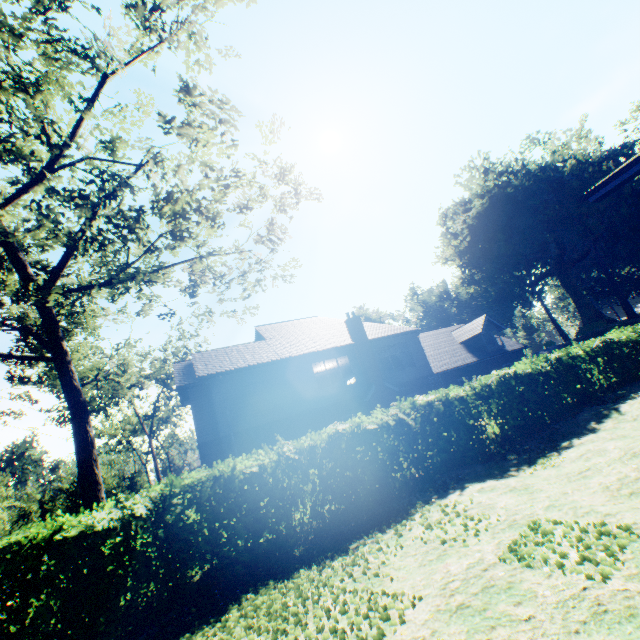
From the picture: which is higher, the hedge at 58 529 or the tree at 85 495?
the tree at 85 495

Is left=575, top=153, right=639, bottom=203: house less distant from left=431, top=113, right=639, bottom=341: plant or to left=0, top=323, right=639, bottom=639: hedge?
left=0, top=323, right=639, bottom=639: hedge

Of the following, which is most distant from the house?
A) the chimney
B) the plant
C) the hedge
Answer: the plant

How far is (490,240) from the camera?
45.47m

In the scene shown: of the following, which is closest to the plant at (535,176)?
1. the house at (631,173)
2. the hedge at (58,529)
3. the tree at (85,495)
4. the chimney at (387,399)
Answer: the tree at (85,495)

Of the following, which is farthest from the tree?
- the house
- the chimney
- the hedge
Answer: the chimney

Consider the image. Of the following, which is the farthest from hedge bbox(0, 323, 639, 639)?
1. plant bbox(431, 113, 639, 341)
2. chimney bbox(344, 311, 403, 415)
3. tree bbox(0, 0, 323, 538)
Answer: plant bbox(431, 113, 639, 341)
